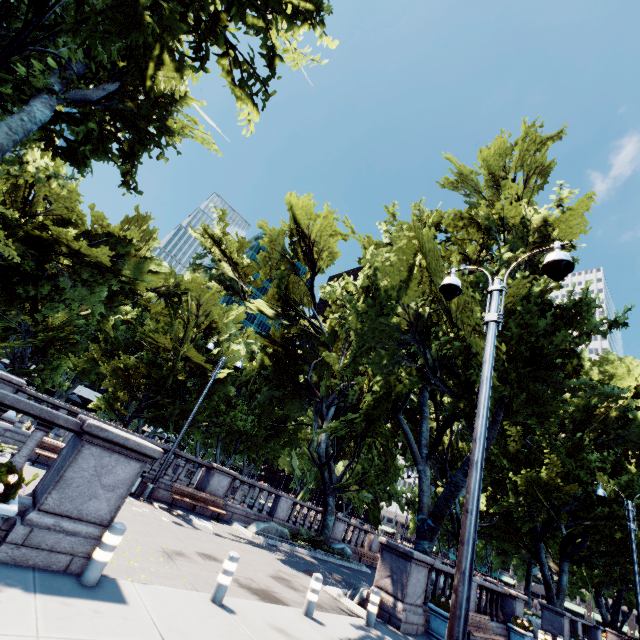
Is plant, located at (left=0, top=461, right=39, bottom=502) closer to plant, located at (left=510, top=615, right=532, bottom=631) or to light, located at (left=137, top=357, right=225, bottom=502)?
light, located at (left=137, top=357, right=225, bottom=502)

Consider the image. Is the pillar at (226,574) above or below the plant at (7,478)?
below

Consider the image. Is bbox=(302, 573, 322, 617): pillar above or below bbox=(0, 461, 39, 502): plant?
below

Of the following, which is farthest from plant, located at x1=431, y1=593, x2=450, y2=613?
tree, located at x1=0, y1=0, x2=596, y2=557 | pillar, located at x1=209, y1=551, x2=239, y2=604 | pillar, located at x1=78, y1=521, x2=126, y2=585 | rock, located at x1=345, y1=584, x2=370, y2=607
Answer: pillar, located at x1=78, y1=521, x2=126, y2=585

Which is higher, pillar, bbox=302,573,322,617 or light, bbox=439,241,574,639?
light, bbox=439,241,574,639

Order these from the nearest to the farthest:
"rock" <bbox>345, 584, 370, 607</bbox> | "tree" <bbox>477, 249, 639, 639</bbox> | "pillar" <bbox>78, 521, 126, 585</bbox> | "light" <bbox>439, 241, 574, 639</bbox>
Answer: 1. "light" <bbox>439, 241, 574, 639</bbox>
2. "pillar" <bbox>78, 521, 126, 585</bbox>
3. "rock" <bbox>345, 584, 370, 607</bbox>
4. "tree" <bbox>477, 249, 639, 639</bbox>

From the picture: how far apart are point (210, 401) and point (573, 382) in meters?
33.2

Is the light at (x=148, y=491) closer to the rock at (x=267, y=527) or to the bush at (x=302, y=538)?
the rock at (x=267, y=527)
